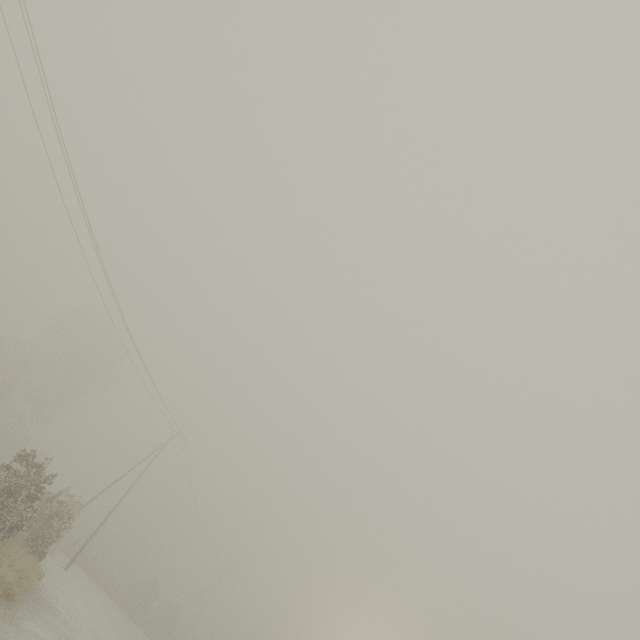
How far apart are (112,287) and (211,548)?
43.42m
